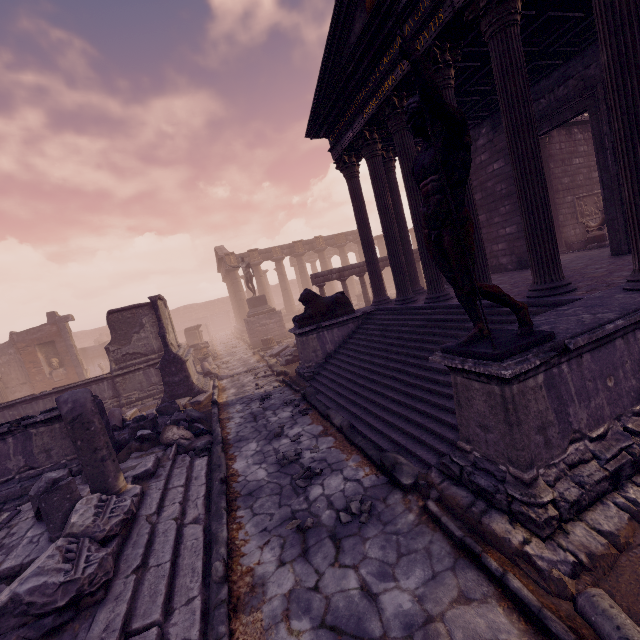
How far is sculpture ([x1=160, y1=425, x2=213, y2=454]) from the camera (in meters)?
6.86

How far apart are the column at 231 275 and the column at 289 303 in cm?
322

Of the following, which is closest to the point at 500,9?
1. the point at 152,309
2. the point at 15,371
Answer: the point at 152,309

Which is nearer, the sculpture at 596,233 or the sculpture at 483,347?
the sculpture at 483,347

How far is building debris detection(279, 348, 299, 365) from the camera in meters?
13.2

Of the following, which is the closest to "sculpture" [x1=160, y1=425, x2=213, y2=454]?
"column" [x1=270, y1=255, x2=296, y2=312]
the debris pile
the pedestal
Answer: the debris pile

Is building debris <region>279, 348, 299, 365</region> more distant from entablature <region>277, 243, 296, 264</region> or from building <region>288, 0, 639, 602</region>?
entablature <region>277, 243, 296, 264</region>

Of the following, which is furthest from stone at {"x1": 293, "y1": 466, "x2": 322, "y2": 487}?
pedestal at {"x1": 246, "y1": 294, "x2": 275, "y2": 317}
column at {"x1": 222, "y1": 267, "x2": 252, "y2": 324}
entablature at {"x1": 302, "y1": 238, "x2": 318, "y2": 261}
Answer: column at {"x1": 222, "y1": 267, "x2": 252, "y2": 324}
